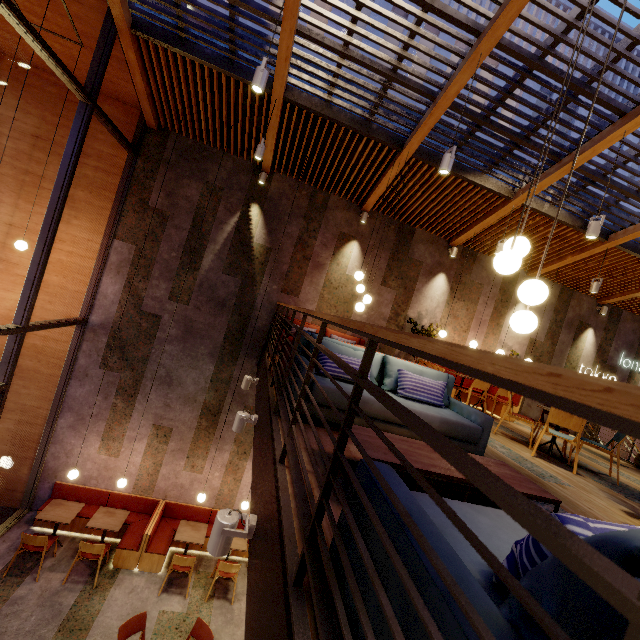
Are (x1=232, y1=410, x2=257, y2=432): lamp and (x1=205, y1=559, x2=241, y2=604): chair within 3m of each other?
no

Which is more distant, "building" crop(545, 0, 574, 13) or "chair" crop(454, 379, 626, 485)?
"building" crop(545, 0, 574, 13)

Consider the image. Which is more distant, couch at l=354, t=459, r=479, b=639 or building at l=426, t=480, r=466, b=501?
building at l=426, t=480, r=466, b=501

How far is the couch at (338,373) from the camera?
3.48m

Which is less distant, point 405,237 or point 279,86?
point 279,86

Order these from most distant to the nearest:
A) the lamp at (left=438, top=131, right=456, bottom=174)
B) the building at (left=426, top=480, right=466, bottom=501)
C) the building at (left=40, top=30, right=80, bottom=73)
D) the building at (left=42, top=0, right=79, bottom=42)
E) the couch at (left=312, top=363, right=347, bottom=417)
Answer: the building at (left=40, top=30, right=80, bottom=73)
the building at (left=42, top=0, right=79, bottom=42)
the lamp at (left=438, top=131, right=456, bottom=174)
the couch at (left=312, top=363, right=347, bottom=417)
the building at (left=426, top=480, right=466, bottom=501)

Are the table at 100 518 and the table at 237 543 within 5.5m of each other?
yes

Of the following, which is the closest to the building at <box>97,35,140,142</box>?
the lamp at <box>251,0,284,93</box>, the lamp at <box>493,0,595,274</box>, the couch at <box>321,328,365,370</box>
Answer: the couch at <box>321,328,365,370</box>
